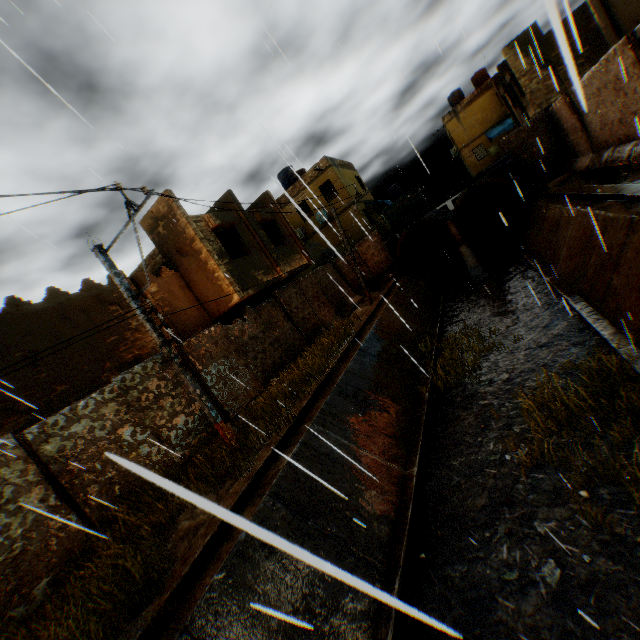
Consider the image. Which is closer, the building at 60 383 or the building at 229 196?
the building at 60 383

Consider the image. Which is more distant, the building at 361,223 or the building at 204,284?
the building at 361,223

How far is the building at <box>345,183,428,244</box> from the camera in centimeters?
2427cm

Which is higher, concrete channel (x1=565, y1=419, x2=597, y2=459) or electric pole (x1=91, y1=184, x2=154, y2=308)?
electric pole (x1=91, y1=184, x2=154, y2=308)

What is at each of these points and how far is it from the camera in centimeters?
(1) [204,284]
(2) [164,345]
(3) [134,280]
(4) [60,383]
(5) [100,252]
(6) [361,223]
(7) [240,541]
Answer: (1) building, 1294cm
(2) electric pole, 759cm
(3) building, 1181cm
(4) building, 870cm
(5) electric pole, 740cm
(6) building, 2416cm
(7) concrete channel, 529cm

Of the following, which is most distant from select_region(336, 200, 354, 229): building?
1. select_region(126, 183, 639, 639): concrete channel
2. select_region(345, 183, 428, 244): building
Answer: select_region(345, 183, 428, 244): building
